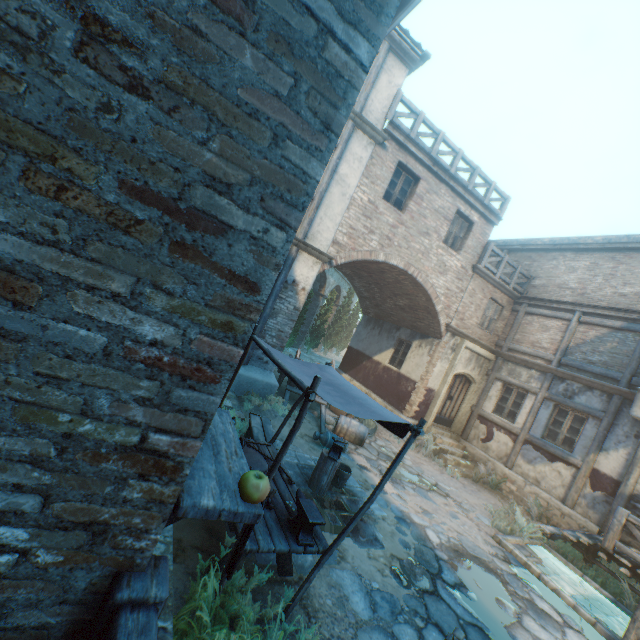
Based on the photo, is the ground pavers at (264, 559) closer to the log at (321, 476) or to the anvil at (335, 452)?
the log at (321, 476)

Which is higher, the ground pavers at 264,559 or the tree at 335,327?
the tree at 335,327

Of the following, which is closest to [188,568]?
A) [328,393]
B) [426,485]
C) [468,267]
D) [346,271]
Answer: [328,393]

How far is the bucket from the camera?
6.7 meters

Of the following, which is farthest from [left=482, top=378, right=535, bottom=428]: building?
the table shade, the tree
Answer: the tree

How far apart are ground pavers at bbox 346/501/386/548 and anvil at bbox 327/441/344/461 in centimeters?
74cm

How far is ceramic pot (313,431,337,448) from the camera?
8.5 meters

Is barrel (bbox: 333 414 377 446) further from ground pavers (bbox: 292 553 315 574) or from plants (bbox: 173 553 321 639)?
plants (bbox: 173 553 321 639)
